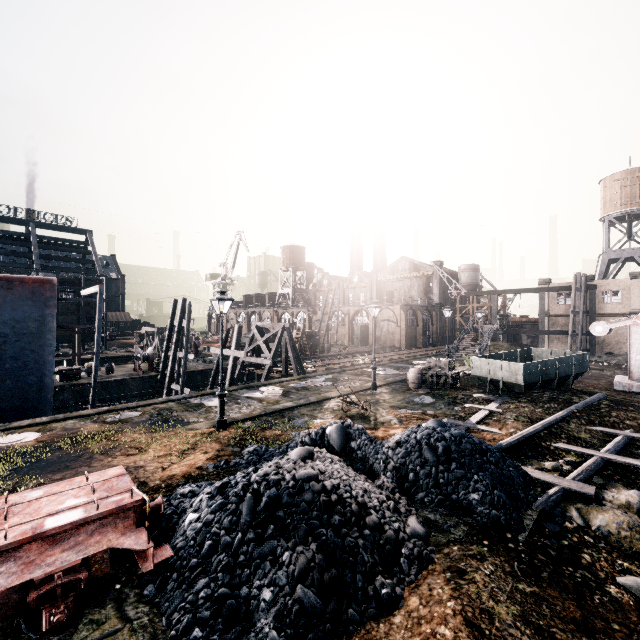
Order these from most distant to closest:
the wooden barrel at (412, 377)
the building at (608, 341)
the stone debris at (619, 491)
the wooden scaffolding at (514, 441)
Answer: the building at (608, 341)
the wooden barrel at (412, 377)
the wooden scaffolding at (514, 441)
the stone debris at (619, 491)

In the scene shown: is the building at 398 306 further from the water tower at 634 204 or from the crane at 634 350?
the crane at 634 350

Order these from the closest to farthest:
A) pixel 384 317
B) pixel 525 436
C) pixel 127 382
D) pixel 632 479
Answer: pixel 632 479 < pixel 525 436 < pixel 127 382 < pixel 384 317

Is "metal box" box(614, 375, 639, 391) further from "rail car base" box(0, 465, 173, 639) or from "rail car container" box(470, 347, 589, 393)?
"rail car base" box(0, 465, 173, 639)

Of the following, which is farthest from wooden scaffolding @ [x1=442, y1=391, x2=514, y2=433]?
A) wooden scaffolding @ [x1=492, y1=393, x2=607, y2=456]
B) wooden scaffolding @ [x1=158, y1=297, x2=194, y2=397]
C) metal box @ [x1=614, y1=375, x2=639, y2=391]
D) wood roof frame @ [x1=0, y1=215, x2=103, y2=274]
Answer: wood roof frame @ [x1=0, y1=215, x2=103, y2=274]

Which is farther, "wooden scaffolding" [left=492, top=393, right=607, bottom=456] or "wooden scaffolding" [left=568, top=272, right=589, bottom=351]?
"wooden scaffolding" [left=568, top=272, right=589, bottom=351]

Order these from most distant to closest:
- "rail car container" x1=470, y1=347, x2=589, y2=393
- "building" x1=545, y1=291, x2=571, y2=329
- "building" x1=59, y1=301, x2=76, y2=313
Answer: "building" x1=59, y1=301, x2=76, y2=313, "building" x1=545, y1=291, x2=571, y2=329, "rail car container" x1=470, y1=347, x2=589, y2=393

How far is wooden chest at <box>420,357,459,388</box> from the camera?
20.9m
